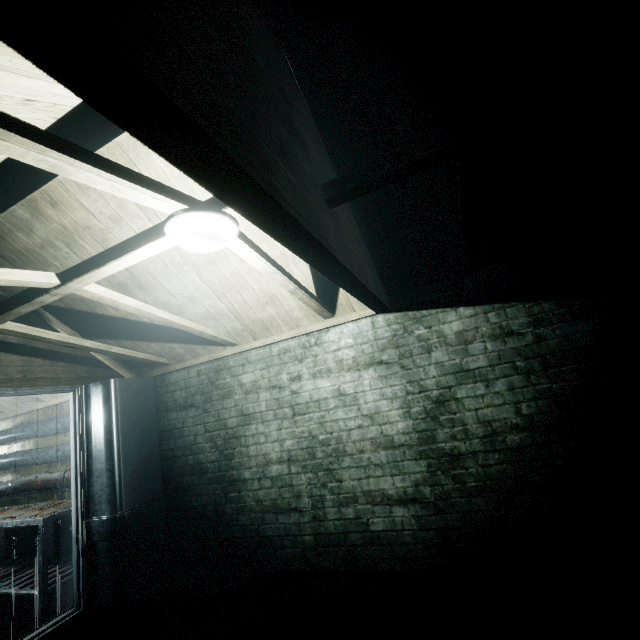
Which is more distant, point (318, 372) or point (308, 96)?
point (318, 372)

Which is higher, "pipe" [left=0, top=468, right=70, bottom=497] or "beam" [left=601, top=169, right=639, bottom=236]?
"beam" [left=601, top=169, right=639, bottom=236]

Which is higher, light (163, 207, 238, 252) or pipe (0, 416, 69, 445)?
light (163, 207, 238, 252)

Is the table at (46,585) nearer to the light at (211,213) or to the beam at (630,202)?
the light at (211,213)

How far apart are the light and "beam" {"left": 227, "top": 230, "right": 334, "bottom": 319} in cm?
10

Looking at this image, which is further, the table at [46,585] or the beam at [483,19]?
the table at [46,585]

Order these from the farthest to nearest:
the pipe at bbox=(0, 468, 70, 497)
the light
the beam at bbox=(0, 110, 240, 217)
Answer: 1. the pipe at bbox=(0, 468, 70, 497)
2. the light
3. the beam at bbox=(0, 110, 240, 217)

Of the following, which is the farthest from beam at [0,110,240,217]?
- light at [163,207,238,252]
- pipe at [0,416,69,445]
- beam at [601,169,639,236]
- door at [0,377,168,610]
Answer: pipe at [0,416,69,445]
